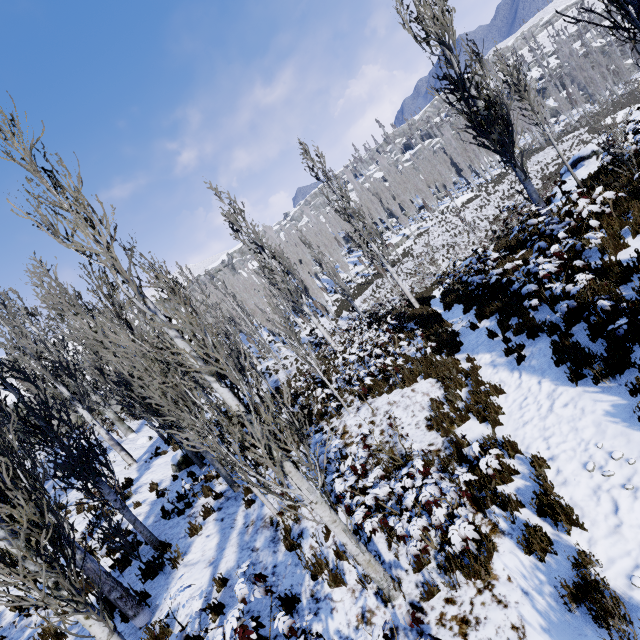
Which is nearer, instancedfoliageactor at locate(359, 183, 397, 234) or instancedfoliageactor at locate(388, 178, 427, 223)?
instancedfoliageactor at locate(388, 178, 427, 223)

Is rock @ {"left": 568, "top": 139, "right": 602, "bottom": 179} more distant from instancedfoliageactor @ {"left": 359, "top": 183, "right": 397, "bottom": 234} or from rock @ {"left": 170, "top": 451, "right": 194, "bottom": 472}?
rock @ {"left": 170, "top": 451, "right": 194, "bottom": 472}

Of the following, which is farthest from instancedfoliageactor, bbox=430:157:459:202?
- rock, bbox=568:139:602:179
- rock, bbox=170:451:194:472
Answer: rock, bbox=568:139:602:179

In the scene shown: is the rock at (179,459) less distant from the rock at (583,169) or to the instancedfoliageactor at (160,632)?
the instancedfoliageactor at (160,632)

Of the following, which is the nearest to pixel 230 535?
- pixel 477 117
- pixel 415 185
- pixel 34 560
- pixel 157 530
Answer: pixel 157 530

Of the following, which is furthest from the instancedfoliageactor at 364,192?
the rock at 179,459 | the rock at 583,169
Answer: the rock at 583,169
